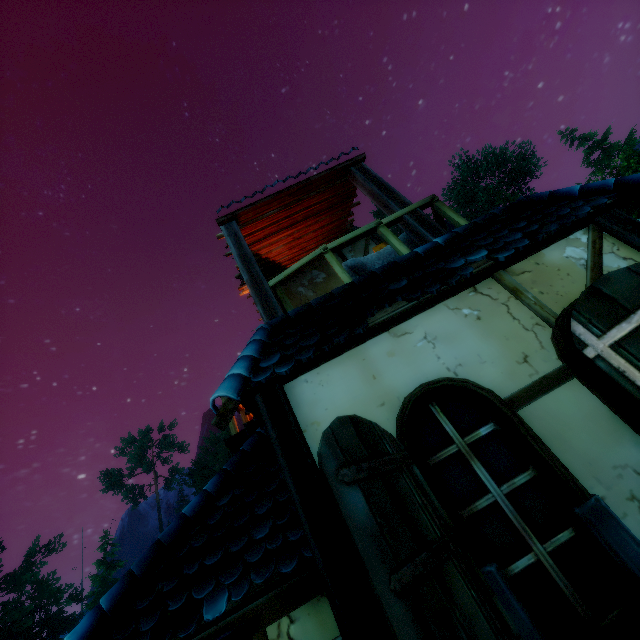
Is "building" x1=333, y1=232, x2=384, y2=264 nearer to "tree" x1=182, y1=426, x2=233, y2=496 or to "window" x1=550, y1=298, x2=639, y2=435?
"window" x1=550, y1=298, x2=639, y2=435

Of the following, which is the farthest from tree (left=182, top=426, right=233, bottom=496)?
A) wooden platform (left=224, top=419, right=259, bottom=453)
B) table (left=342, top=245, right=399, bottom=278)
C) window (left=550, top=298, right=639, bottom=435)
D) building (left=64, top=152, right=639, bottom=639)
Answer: table (left=342, top=245, right=399, bottom=278)

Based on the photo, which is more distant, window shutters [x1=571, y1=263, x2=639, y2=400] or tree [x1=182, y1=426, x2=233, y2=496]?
tree [x1=182, y1=426, x2=233, y2=496]

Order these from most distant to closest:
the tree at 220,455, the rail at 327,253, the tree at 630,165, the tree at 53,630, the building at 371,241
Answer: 1. the tree at 220,455
2. the tree at 53,630
3. the tree at 630,165
4. the building at 371,241
5. the rail at 327,253

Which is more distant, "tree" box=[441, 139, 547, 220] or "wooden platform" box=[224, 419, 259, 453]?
"tree" box=[441, 139, 547, 220]

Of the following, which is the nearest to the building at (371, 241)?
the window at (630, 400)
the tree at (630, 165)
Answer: the window at (630, 400)

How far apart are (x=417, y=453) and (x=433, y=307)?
1.29m

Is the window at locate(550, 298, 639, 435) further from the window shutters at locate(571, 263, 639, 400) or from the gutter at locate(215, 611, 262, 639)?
the gutter at locate(215, 611, 262, 639)
